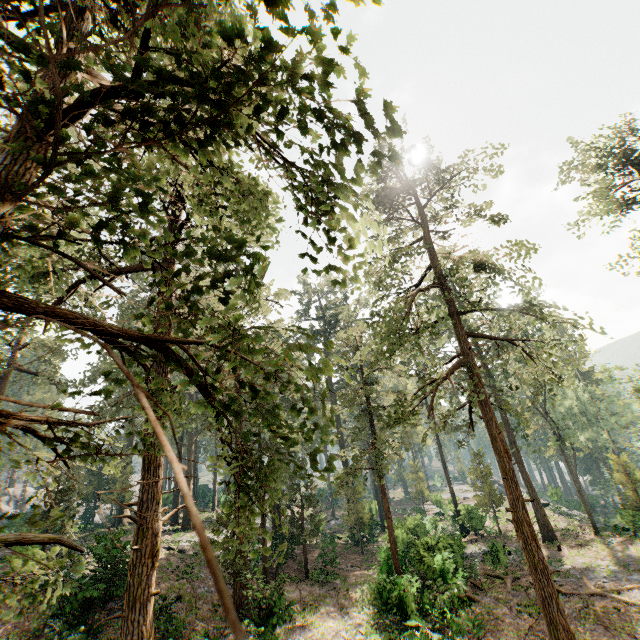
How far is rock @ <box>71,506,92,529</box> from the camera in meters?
34.3 m

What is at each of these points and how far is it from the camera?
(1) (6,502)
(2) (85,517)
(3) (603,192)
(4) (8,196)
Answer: (1) rock, 50.1 meters
(2) rock, 41.6 meters
(3) foliage, 25.4 meters
(4) foliage, 2.9 meters

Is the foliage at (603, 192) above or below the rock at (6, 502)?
above

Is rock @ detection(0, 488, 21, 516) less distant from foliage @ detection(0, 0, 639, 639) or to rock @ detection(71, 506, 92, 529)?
rock @ detection(71, 506, 92, 529)

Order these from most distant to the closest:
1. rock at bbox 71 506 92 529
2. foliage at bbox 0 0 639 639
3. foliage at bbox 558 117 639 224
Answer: rock at bbox 71 506 92 529 < foliage at bbox 558 117 639 224 < foliage at bbox 0 0 639 639

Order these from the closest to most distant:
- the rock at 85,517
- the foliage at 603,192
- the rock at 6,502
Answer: the foliage at 603,192 < the rock at 85,517 < the rock at 6,502

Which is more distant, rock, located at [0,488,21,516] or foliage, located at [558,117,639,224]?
rock, located at [0,488,21,516]

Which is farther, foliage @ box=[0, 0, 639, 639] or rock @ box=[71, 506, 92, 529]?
rock @ box=[71, 506, 92, 529]
